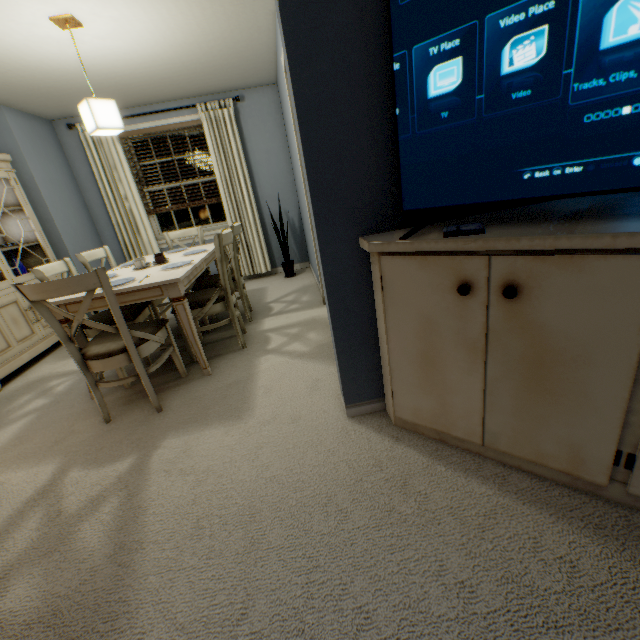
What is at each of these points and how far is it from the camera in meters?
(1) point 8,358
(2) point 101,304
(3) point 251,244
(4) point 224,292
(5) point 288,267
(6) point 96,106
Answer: (1) dining cupboard, 2.9 m
(2) dining table, 2.2 m
(3) blinds, 4.8 m
(4) chair, 2.6 m
(5) plant, 4.7 m
(6) lamp, 2.3 m

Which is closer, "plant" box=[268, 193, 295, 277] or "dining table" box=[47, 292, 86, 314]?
"dining table" box=[47, 292, 86, 314]

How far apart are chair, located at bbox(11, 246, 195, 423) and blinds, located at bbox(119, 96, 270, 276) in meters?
2.6

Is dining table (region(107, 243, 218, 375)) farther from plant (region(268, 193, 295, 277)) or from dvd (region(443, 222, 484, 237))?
dvd (region(443, 222, 484, 237))

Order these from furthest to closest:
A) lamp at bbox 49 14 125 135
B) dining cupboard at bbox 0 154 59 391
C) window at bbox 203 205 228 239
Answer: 1. window at bbox 203 205 228 239
2. dining cupboard at bbox 0 154 59 391
3. lamp at bbox 49 14 125 135

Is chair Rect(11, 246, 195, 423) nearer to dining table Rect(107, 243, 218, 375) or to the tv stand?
dining table Rect(107, 243, 218, 375)

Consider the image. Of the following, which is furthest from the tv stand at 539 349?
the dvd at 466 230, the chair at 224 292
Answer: the chair at 224 292

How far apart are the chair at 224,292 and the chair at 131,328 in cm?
18
